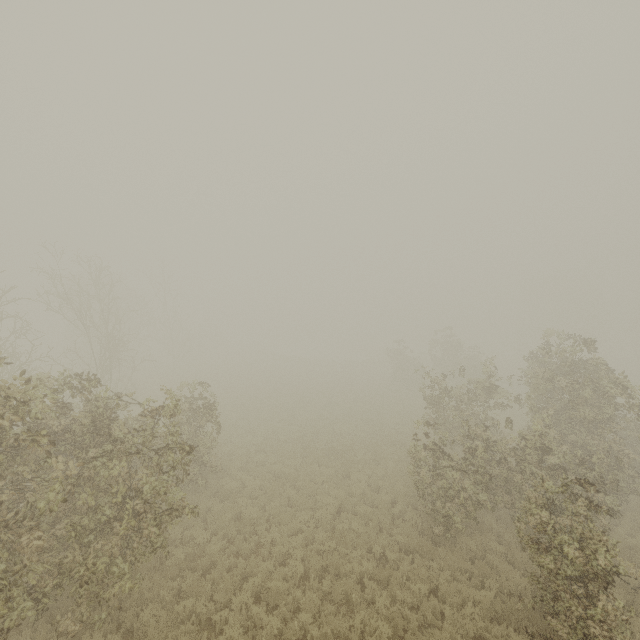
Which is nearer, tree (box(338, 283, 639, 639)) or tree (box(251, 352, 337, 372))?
tree (box(338, 283, 639, 639))

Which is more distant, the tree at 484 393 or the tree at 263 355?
the tree at 263 355

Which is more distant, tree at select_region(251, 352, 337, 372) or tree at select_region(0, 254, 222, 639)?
tree at select_region(251, 352, 337, 372)

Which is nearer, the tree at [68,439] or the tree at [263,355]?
the tree at [68,439]

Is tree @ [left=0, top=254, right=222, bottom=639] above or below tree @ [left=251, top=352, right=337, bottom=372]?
above

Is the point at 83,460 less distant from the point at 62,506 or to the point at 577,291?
the point at 62,506

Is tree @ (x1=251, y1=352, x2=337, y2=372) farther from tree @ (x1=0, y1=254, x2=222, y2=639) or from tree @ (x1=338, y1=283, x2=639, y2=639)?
tree @ (x1=338, y1=283, x2=639, y2=639)
